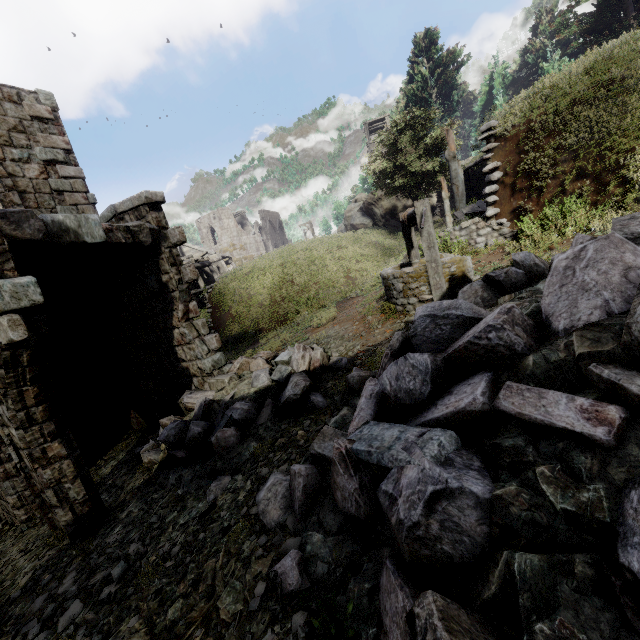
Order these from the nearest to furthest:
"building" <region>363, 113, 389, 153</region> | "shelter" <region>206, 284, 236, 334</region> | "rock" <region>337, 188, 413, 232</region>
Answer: "shelter" <region>206, 284, 236, 334</region>
"rock" <region>337, 188, 413, 232</region>
"building" <region>363, 113, 389, 153</region>

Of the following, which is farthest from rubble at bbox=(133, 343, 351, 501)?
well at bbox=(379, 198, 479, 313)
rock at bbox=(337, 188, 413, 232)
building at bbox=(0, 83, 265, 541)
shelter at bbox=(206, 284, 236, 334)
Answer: rock at bbox=(337, 188, 413, 232)

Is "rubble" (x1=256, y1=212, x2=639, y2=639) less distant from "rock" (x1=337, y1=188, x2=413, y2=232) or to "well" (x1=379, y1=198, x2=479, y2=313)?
"well" (x1=379, y1=198, x2=479, y2=313)

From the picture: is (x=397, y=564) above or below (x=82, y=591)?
above

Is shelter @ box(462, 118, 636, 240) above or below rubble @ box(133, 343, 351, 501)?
above

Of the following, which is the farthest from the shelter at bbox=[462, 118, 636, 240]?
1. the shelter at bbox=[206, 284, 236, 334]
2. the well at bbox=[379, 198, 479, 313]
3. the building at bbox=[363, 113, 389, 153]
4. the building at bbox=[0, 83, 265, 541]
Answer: the building at bbox=[363, 113, 389, 153]

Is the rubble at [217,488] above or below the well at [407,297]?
below

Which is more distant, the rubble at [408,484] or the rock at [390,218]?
the rock at [390,218]
